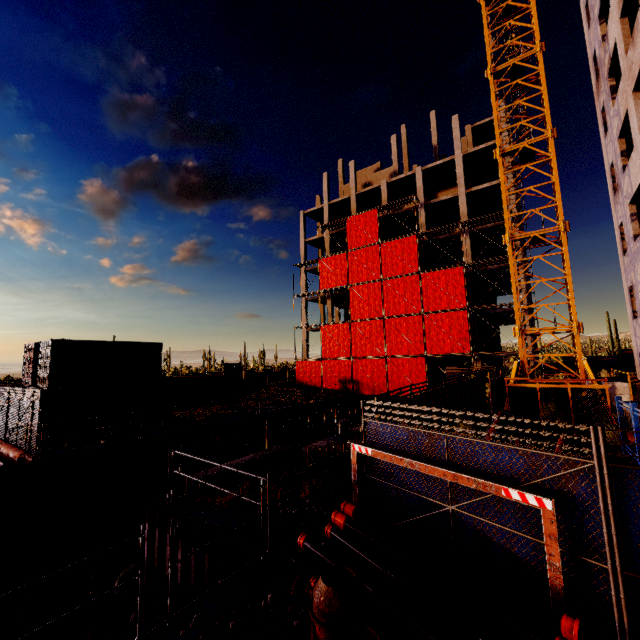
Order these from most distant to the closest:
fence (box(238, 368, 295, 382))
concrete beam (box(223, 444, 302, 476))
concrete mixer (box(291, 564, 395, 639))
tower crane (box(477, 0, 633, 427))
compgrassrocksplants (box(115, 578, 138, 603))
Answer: fence (box(238, 368, 295, 382)) → tower crane (box(477, 0, 633, 427)) → compgrassrocksplants (box(115, 578, 138, 603)) → concrete beam (box(223, 444, 302, 476)) → concrete mixer (box(291, 564, 395, 639))

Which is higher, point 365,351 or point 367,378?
point 365,351

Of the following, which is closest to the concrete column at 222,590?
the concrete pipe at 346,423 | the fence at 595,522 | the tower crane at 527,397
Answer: the fence at 595,522

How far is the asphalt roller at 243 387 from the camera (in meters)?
31.06

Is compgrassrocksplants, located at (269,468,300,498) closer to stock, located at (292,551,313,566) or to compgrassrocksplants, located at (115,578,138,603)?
stock, located at (292,551,313,566)

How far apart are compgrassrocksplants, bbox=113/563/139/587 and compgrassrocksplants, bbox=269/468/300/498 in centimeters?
837cm

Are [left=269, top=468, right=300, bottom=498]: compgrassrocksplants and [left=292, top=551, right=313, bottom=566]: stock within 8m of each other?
yes

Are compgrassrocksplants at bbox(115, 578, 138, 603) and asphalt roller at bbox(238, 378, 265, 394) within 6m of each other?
no
